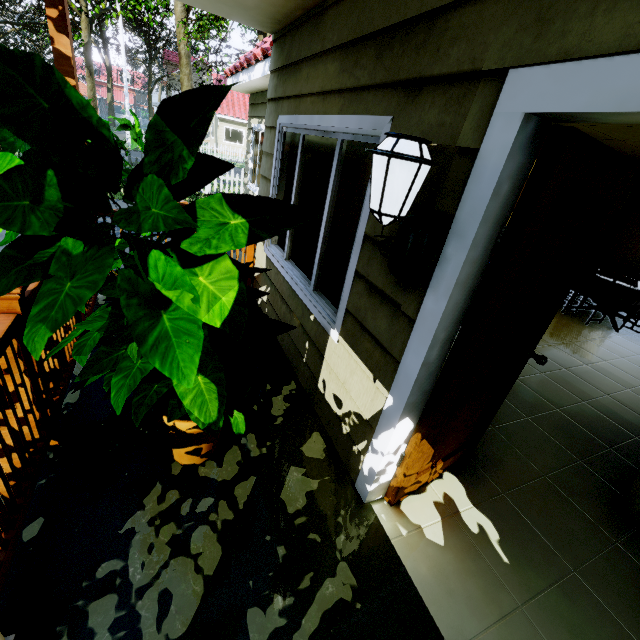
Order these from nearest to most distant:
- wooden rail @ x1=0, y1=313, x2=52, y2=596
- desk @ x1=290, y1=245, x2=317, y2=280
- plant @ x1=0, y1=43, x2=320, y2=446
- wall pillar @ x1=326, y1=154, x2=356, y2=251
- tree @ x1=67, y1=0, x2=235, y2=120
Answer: plant @ x1=0, y1=43, x2=320, y2=446 → wooden rail @ x1=0, y1=313, x2=52, y2=596 → desk @ x1=290, y1=245, x2=317, y2=280 → wall pillar @ x1=326, y1=154, x2=356, y2=251 → tree @ x1=67, y1=0, x2=235, y2=120

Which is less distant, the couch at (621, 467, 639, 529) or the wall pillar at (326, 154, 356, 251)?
the couch at (621, 467, 639, 529)

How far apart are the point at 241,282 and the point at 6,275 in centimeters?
62cm

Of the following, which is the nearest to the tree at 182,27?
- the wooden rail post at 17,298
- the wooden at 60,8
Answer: the wooden at 60,8

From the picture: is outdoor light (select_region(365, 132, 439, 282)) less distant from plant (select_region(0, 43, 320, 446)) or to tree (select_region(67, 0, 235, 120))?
plant (select_region(0, 43, 320, 446))

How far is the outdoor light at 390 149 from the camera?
1.2 meters

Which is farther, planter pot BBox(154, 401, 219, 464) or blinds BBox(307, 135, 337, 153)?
blinds BBox(307, 135, 337, 153)

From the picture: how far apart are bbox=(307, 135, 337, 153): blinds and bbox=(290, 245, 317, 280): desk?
1.1 meters
